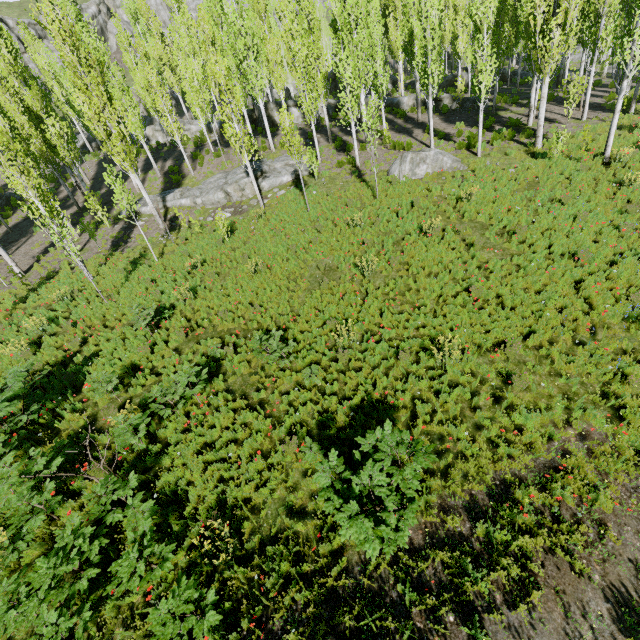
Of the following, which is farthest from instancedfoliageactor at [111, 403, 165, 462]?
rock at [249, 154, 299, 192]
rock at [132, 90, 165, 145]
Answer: rock at [249, 154, 299, 192]

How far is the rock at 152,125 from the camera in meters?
34.4

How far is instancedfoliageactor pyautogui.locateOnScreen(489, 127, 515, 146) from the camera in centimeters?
1802cm

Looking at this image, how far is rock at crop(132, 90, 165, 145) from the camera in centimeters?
3444cm

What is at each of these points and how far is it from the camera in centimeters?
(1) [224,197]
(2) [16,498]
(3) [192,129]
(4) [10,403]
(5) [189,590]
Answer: (1) rock, 2061cm
(2) instancedfoliageactor, 636cm
(3) rock, 3416cm
(4) instancedfoliageactor, 793cm
(5) instancedfoliageactor, 483cm

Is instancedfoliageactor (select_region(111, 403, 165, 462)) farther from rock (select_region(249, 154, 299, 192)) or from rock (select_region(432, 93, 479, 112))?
Result: rock (select_region(249, 154, 299, 192))

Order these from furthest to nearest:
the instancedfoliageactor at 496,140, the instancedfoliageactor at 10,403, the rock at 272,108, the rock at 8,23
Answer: the rock at 8,23 → the rock at 272,108 → the instancedfoliageactor at 496,140 → the instancedfoliageactor at 10,403
